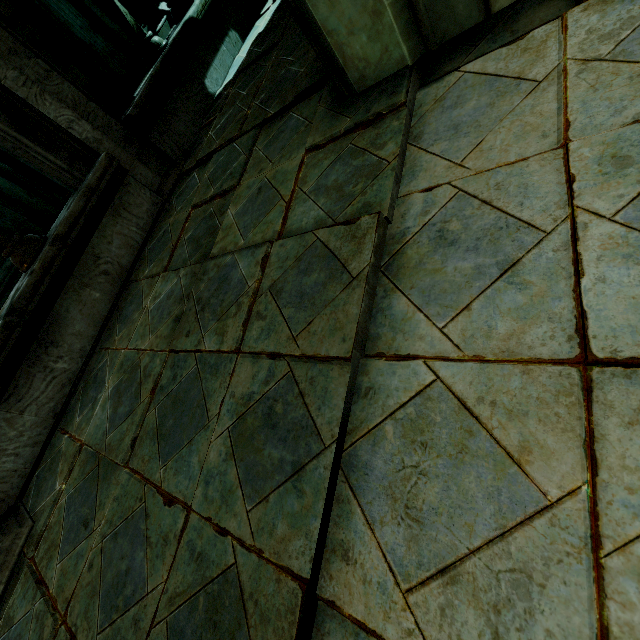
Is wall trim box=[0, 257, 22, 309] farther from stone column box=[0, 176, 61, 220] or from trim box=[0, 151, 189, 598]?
trim box=[0, 151, 189, 598]

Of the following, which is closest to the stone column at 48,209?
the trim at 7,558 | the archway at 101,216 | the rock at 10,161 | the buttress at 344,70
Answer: the archway at 101,216

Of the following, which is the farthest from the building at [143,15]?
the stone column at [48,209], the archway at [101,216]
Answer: the stone column at [48,209]

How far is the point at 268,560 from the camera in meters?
1.2 m

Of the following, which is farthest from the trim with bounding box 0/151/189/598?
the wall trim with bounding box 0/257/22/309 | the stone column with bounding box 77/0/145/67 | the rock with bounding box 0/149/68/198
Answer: the stone column with bounding box 77/0/145/67

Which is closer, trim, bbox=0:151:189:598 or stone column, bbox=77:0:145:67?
trim, bbox=0:151:189:598

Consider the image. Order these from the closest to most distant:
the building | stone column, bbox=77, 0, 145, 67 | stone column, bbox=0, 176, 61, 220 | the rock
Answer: stone column, bbox=0, 176, 61, 220 → stone column, bbox=77, 0, 145, 67 → the building → the rock

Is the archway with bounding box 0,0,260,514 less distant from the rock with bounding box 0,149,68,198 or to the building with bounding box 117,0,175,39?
the building with bounding box 117,0,175,39
